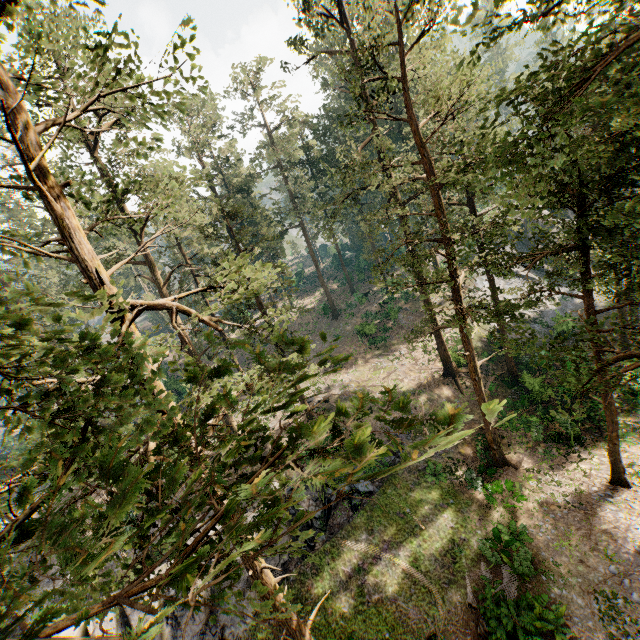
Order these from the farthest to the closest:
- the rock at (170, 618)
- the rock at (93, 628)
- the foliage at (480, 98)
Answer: the rock at (170, 618)
the rock at (93, 628)
the foliage at (480, 98)

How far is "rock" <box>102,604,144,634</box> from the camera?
16.9m

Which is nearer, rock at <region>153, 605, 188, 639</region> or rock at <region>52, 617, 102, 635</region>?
rock at <region>52, 617, 102, 635</region>

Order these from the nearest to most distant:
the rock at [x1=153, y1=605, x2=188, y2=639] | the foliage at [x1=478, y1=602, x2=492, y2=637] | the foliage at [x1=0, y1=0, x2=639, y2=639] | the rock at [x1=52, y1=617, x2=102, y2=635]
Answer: the foliage at [x1=0, y1=0, x2=639, y2=639], the foliage at [x1=478, y1=602, x2=492, y2=637], the rock at [x1=52, y1=617, x2=102, y2=635], the rock at [x1=153, y1=605, x2=188, y2=639]

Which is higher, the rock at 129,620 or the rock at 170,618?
the rock at 129,620

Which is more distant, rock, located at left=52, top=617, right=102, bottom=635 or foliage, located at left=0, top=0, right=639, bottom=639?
rock, located at left=52, top=617, right=102, bottom=635

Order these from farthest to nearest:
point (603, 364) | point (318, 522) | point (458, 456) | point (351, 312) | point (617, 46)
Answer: point (351, 312) < point (458, 456) < point (318, 522) < point (603, 364) < point (617, 46)
